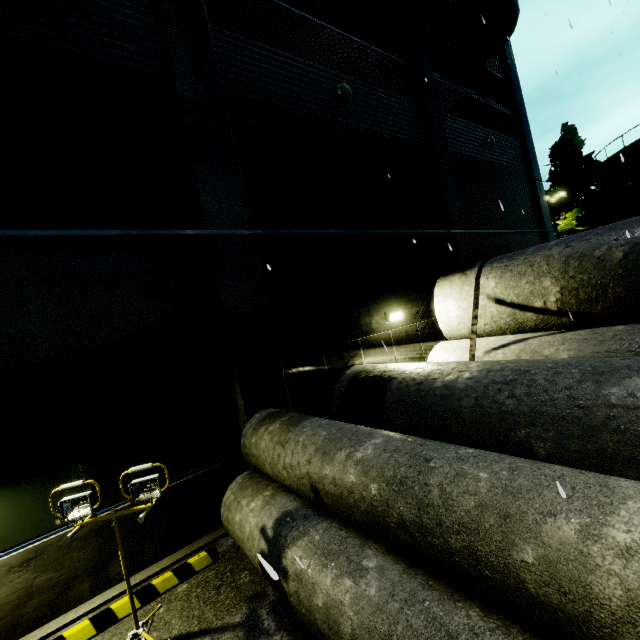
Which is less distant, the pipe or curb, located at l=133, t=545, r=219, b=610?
curb, located at l=133, t=545, r=219, b=610

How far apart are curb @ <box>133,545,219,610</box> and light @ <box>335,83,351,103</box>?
10.0m

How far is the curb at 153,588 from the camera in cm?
414

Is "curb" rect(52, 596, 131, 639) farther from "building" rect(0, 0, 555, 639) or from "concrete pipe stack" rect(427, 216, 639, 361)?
"concrete pipe stack" rect(427, 216, 639, 361)

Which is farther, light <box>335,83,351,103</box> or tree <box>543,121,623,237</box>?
tree <box>543,121,623,237</box>

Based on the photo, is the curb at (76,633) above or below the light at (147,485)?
below

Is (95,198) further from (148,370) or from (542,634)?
(542,634)

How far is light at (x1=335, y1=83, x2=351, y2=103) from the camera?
8.2 meters
